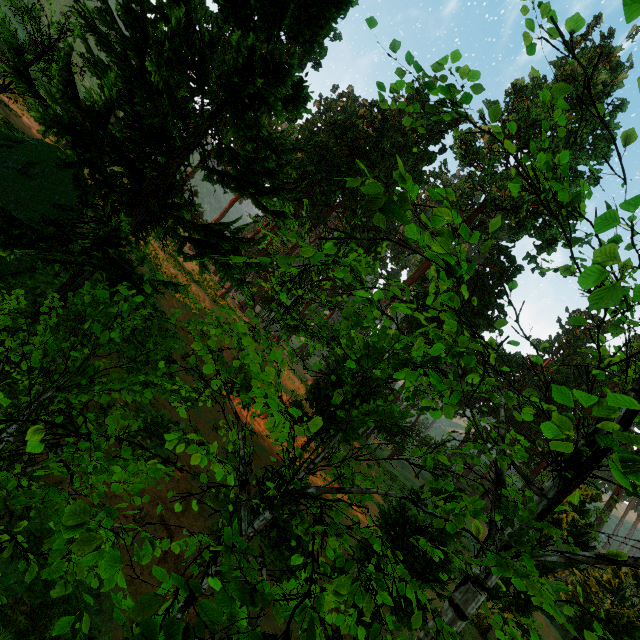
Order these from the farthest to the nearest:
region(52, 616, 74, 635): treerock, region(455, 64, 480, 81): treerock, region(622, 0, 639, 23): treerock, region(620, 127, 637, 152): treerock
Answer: region(455, 64, 480, 81): treerock
region(620, 127, 637, 152): treerock
region(622, 0, 639, 23): treerock
region(52, 616, 74, 635): treerock

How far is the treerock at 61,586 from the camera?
2.0m

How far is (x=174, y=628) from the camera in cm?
207

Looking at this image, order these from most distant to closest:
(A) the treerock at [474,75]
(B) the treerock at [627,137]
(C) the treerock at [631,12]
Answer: (A) the treerock at [474,75]
(B) the treerock at [627,137]
(C) the treerock at [631,12]

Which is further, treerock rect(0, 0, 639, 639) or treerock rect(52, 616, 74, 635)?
treerock rect(0, 0, 639, 639)

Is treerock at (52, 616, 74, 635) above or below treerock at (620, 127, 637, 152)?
below

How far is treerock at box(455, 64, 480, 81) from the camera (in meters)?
4.57
